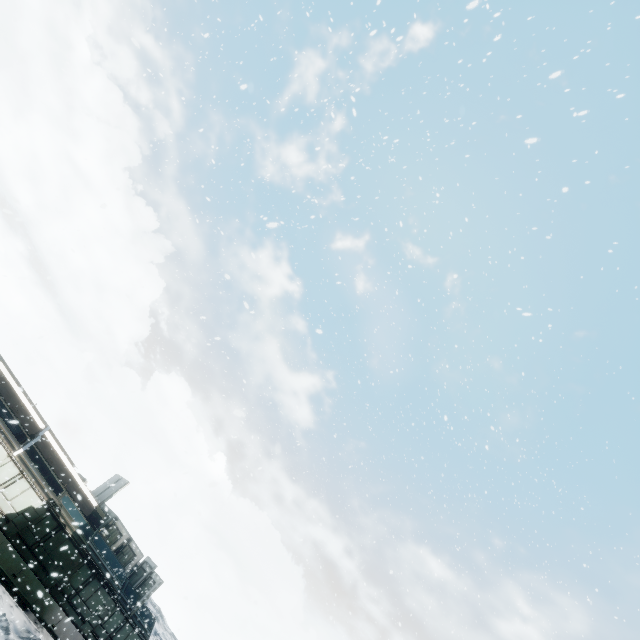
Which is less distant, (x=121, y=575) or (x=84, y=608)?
(x=84, y=608)
